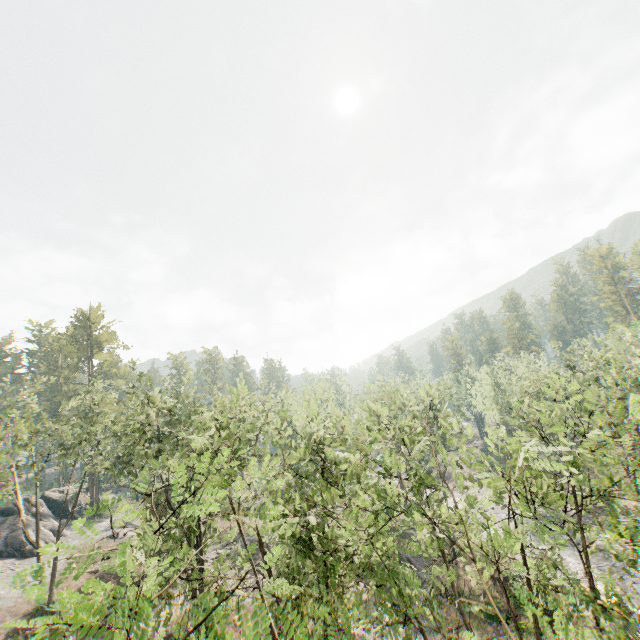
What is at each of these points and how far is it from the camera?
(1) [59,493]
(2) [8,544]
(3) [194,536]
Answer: (1) rock, 51.0 meters
(2) rock, 37.2 meters
(3) foliage, 14.9 meters

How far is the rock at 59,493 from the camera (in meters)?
40.88

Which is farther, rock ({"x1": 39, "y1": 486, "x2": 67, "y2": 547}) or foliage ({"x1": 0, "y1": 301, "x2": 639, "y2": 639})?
rock ({"x1": 39, "y1": 486, "x2": 67, "y2": 547})

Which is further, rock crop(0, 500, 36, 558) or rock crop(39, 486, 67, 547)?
rock crop(39, 486, 67, 547)

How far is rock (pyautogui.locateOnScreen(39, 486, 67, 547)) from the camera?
40.88m

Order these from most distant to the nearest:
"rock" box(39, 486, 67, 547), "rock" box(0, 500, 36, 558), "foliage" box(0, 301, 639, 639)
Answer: "rock" box(39, 486, 67, 547), "rock" box(0, 500, 36, 558), "foliage" box(0, 301, 639, 639)

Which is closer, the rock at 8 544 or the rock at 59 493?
the rock at 8 544
